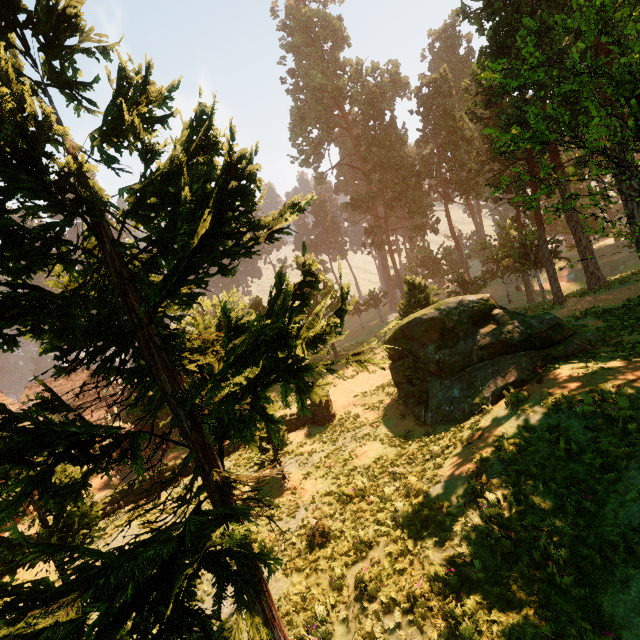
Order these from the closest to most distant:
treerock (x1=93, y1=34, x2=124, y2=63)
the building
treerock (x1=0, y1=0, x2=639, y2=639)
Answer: treerock (x1=0, y1=0, x2=639, y2=639) → treerock (x1=93, y1=34, x2=124, y2=63) → the building

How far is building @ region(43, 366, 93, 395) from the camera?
51.9m

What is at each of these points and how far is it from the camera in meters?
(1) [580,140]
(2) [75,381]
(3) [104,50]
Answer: (1) treerock, 8.1
(2) building, 52.6
(3) treerock, 6.3

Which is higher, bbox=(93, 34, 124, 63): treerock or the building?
bbox=(93, 34, 124, 63): treerock

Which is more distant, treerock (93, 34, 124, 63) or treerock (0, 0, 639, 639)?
treerock (93, 34, 124, 63)

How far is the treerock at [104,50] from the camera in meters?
6.2 m

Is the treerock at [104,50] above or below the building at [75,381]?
above

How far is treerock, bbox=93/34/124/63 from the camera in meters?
6.2 m
